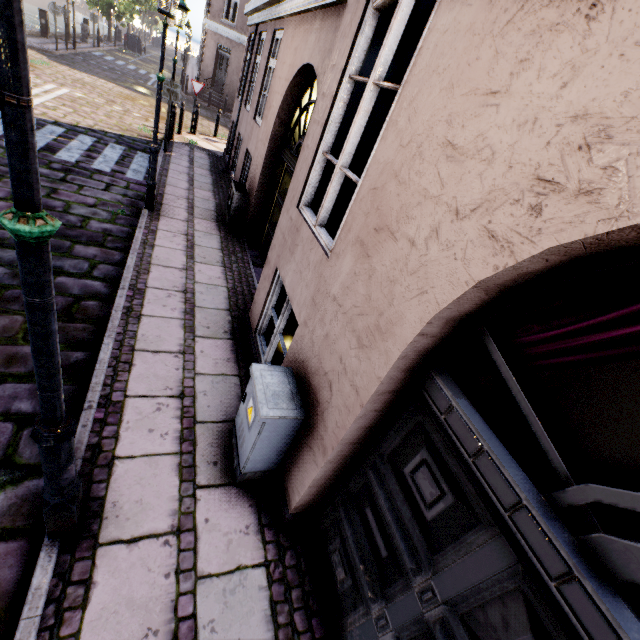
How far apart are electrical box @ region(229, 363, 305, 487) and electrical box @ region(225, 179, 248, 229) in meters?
5.4 m

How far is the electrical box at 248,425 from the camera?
2.47m

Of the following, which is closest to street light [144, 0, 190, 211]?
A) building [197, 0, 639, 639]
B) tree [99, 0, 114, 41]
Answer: tree [99, 0, 114, 41]

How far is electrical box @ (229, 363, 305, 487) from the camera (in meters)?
2.47

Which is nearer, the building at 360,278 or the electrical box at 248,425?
the building at 360,278

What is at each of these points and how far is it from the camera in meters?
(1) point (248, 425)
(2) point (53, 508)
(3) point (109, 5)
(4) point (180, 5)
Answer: (1) electrical box, 2.7
(2) street light, 2.0
(3) tree, 29.0
(4) street light, 8.9

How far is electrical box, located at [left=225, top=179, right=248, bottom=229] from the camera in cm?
707

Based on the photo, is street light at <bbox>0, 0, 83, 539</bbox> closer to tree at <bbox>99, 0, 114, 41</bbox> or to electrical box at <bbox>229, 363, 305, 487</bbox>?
tree at <bbox>99, 0, 114, 41</bbox>
